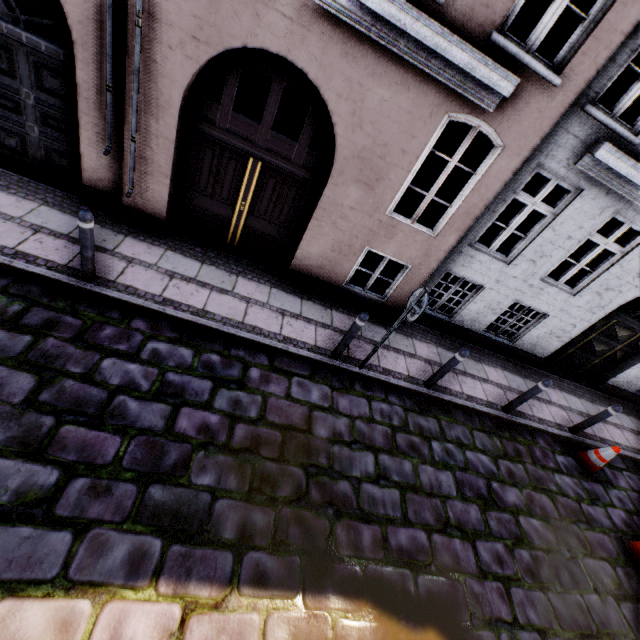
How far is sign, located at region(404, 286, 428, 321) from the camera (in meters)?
4.54

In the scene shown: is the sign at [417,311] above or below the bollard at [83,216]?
above

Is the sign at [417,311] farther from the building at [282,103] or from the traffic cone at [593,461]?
the traffic cone at [593,461]

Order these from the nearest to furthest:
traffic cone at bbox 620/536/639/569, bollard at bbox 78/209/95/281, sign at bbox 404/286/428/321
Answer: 1. bollard at bbox 78/209/95/281
2. sign at bbox 404/286/428/321
3. traffic cone at bbox 620/536/639/569

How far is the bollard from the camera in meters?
4.0 m

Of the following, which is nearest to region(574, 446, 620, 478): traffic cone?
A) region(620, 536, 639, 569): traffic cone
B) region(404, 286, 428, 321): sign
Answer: region(620, 536, 639, 569): traffic cone

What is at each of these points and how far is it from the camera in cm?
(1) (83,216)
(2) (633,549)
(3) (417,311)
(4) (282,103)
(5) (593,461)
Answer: (1) bollard, 397
(2) traffic cone, 561
(3) sign, 465
(4) building, 1021
(5) traffic cone, 665

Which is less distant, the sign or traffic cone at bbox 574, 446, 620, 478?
the sign
